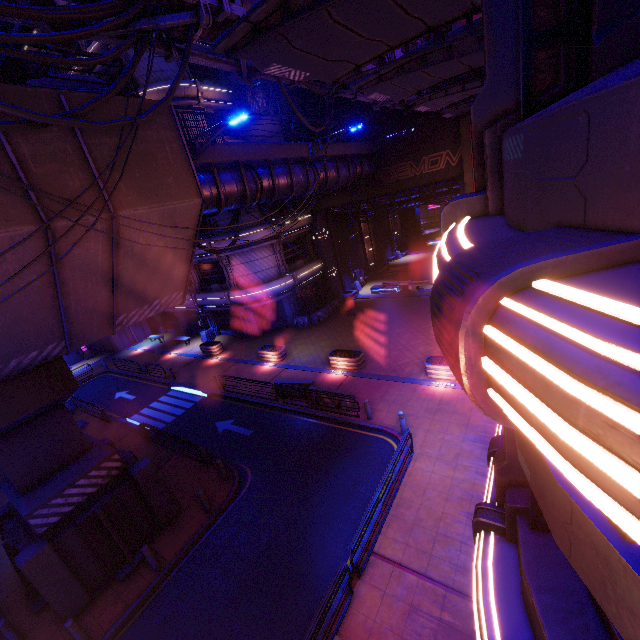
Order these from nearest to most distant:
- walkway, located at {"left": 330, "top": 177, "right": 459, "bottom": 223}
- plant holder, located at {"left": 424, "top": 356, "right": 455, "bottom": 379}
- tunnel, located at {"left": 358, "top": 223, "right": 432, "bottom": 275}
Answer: plant holder, located at {"left": 424, "top": 356, "right": 455, "bottom": 379}
walkway, located at {"left": 330, "top": 177, "right": 459, "bottom": 223}
tunnel, located at {"left": 358, "top": 223, "right": 432, "bottom": 275}

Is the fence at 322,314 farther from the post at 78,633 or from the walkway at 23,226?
the post at 78,633

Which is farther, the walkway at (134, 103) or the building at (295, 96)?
the building at (295, 96)

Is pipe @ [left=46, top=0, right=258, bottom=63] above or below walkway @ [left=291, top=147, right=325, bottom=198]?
above

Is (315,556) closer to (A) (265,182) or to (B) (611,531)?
(B) (611,531)

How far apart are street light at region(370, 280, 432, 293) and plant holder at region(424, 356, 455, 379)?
9.9m

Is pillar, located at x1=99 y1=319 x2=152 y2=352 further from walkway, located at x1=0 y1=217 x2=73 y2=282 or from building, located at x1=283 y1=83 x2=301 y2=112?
building, located at x1=283 y1=83 x2=301 y2=112

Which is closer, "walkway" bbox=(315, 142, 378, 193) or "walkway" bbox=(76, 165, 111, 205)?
"walkway" bbox=(76, 165, 111, 205)
